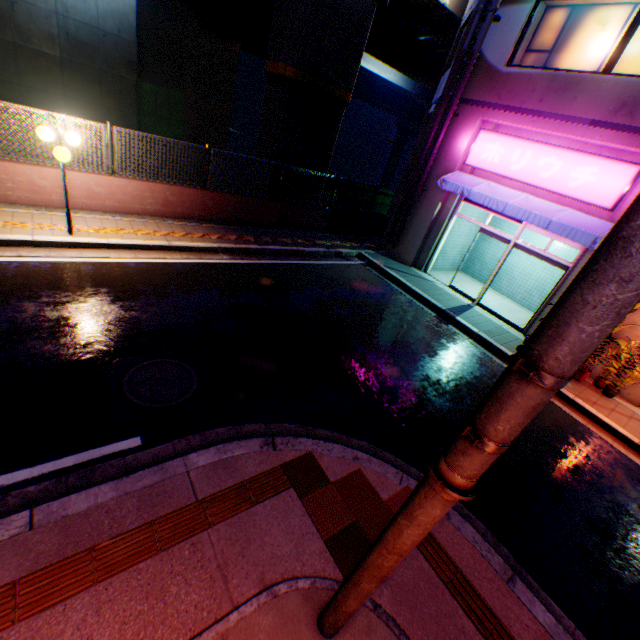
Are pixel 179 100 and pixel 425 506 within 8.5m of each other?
no

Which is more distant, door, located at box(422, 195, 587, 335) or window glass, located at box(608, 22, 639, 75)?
door, located at box(422, 195, 587, 335)

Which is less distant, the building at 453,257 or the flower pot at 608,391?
the flower pot at 608,391

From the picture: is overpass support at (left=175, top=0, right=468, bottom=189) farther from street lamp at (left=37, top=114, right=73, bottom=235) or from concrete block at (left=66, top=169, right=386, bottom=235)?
street lamp at (left=37, top=114, right=73, bottom=235)

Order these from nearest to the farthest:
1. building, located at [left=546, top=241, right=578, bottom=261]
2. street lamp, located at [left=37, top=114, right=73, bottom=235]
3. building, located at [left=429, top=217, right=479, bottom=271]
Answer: street lamp, located at [left=37, top=114, right=73, bottom=235]
building, located at [left=546, top=241, right=578, bottom=261]
building, located at [left=429, top=217, right=479, bottom=271]

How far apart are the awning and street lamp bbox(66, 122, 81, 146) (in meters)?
10.16

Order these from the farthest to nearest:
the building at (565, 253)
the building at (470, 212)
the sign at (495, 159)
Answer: the building at (470, 212) < the building at (565, 253) < the sign at (495, 159)

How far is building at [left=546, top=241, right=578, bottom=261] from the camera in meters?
11.5 m
